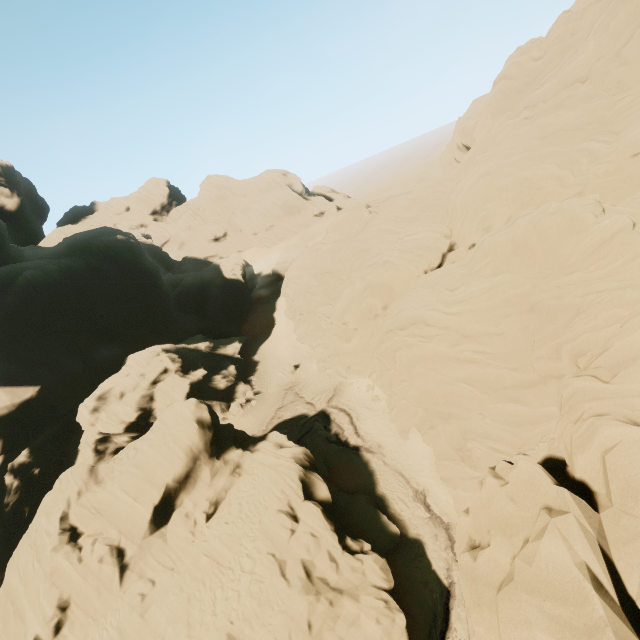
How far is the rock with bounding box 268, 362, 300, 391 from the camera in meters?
42.4

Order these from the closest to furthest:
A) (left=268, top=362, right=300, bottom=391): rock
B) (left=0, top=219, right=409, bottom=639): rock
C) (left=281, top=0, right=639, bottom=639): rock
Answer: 1. (left=281, top=0, right=639, bottom=639): rock
2. (left=0, top=219, right=409, bottom=639): rock
3. (left=268, top=362, right=300, bottom=391): rock

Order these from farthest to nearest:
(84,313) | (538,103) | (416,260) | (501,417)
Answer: (84,313)
(416,260)
(538,103)
(501,417)

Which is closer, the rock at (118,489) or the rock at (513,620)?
the rock at (513,620)

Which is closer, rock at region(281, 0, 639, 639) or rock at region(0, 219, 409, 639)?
rock at region(281, 0, 639, 639)

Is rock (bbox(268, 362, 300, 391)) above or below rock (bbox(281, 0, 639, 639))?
below

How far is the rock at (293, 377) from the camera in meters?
42.4 m
